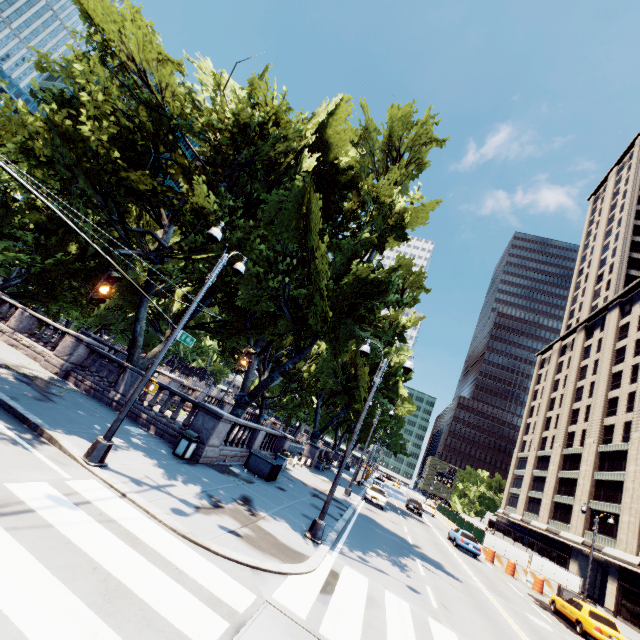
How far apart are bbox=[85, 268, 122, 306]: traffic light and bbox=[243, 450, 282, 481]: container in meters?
12.0

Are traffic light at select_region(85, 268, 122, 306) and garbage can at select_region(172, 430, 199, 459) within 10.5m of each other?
yes

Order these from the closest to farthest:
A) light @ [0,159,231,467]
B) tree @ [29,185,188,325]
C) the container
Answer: light @ [0,159,231,467] < the container < tree @ [29,185,188,325]

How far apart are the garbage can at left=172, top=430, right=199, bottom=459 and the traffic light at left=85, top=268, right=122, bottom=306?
7.3 meters

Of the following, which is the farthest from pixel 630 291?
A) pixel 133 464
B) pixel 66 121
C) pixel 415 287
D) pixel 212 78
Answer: pixel 66 121

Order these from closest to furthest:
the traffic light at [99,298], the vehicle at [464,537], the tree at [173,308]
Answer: the traffic light at [99,298] < the tree at [173,308] < the vehicle at [464,537]

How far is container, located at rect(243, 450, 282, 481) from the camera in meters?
16.0 m

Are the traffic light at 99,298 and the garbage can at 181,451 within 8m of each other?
yes
